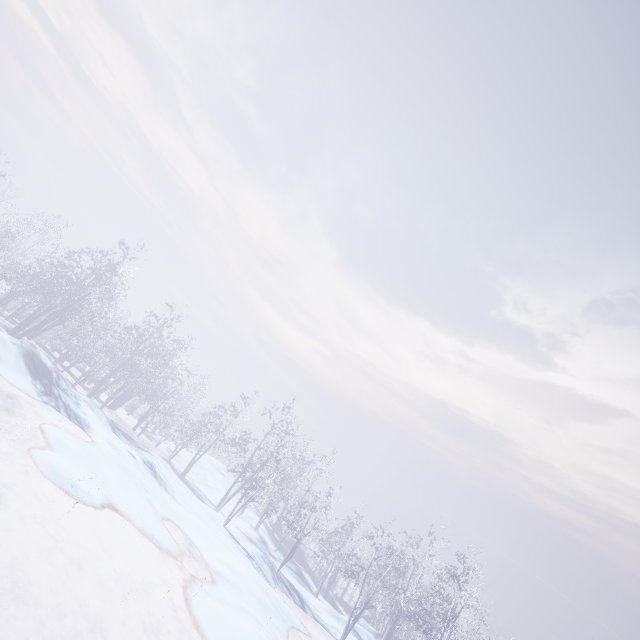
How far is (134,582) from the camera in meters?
6.0
